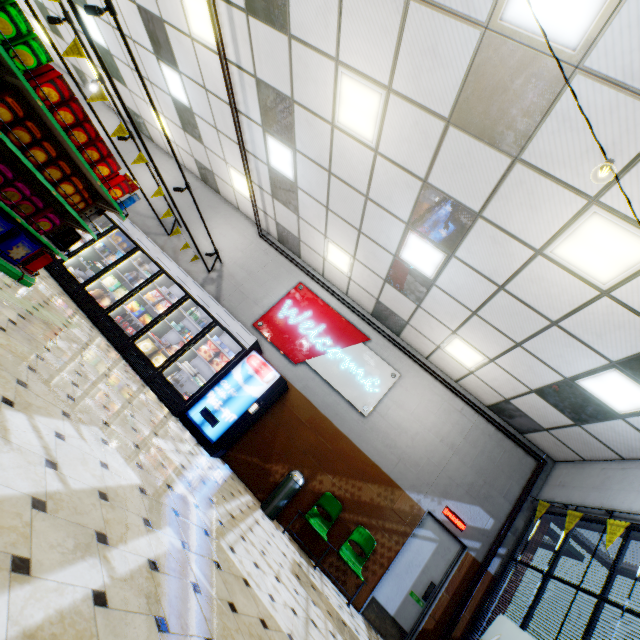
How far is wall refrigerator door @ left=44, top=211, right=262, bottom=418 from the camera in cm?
693

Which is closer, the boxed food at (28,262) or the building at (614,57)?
the building at (614,57)

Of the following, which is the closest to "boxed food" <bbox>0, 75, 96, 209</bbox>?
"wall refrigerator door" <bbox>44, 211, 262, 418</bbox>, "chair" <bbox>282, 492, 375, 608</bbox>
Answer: "wall refrigerator door" <bbox>44, 211, 262, 418</bbox>

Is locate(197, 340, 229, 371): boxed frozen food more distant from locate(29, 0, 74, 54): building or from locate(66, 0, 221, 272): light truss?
locate(66, 0, 221, 272): light truss

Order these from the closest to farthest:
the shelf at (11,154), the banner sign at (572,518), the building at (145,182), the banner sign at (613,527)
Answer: the shelf at (11,154)
the banner sign at (613,527)
the banner sign at (572,518)
the building at (145,182)

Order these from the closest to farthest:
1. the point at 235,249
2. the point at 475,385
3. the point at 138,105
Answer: the point at 475,385 → the point at 235,249 → the point at 138,105

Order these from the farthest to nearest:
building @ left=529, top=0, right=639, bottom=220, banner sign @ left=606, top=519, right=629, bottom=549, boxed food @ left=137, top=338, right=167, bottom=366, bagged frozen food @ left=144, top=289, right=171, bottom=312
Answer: bagged frozen food @ left=144, top=289, right=171, bottom=312
boxed food @ left=137, top=338, right=167, bottom=366
banner sign @ left=606, top=519, right=629, bottom=549
building @ left=529, top=0, right=639, bottom=220

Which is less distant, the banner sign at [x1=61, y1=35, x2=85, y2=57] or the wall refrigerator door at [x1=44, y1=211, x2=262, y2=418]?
the banner sign at [x1=61, y1=35, x2=85, y2=57]
